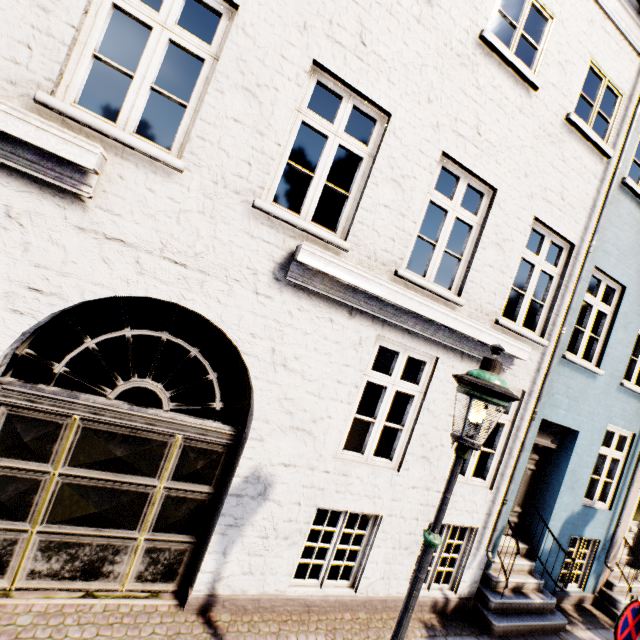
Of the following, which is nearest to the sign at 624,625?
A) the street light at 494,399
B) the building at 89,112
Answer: the street light at 494,399

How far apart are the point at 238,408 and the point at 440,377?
7.3 meters

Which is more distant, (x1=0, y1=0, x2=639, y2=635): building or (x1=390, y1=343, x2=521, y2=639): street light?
(x1=0, y1=0, x2=639, y2=635): building

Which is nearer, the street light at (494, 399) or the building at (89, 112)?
the street light at (494, 399)

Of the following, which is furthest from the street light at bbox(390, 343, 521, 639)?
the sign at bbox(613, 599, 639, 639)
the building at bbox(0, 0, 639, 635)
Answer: the building at bbox(0, 0, 639, 635)

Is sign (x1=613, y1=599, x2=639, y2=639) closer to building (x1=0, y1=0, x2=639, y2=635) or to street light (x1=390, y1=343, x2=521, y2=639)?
street light (x1=390, y1=343, x2=521, y2=639)

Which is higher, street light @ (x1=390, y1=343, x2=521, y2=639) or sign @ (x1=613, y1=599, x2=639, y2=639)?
street light @ (x1=390, y1=343, x2=521, y2=639)

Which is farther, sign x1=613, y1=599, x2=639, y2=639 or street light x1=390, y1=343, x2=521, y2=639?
sign x1=613, y1=599, x2=639, y2=639
